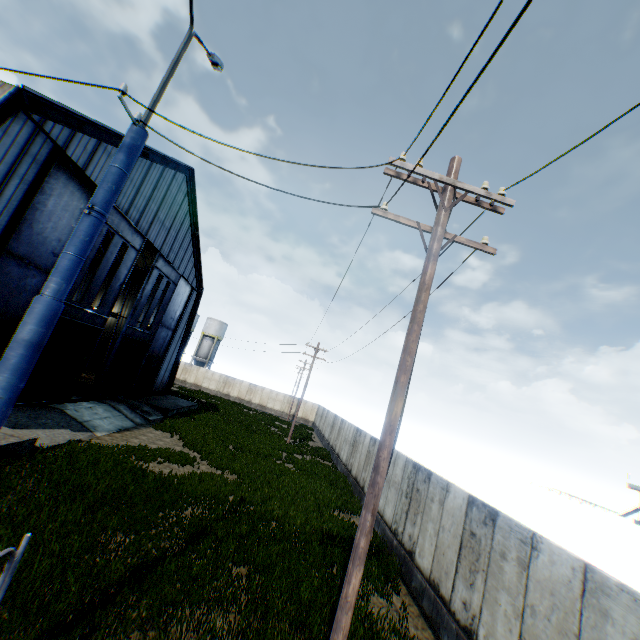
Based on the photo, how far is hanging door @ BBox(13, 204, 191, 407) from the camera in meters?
15.7 m

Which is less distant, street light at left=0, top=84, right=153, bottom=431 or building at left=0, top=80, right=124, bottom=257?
street light at left=0, top=84, right=153, bottom=431

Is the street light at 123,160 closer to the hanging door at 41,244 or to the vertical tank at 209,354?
the hanging door at 41,244

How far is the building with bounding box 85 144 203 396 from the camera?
18.48m

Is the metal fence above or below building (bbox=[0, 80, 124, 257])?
below

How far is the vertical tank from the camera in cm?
5862

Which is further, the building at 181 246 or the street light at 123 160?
the building at 181 246

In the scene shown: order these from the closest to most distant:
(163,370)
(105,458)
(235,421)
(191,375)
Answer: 1. (105,458)
2. (163,370)
3. (235,421)
4. (191,375)
